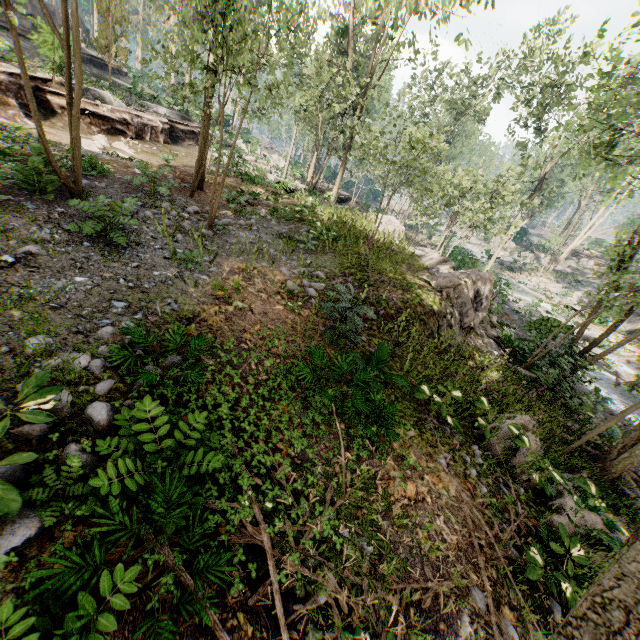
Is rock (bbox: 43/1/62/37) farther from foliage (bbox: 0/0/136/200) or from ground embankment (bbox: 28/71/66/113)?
ground embankment (bbox: 28/71/66/113)

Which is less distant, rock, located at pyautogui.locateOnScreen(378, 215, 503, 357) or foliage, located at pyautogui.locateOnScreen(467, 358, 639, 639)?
foliage, located at pyautogui.locateOnScreen(467, 358, 639, 639)

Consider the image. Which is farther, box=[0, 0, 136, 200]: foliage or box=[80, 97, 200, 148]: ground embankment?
box=[80, 97, 200, 148]: ground embankment

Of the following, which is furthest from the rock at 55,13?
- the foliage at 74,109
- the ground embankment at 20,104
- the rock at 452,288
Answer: the rock at 452,288

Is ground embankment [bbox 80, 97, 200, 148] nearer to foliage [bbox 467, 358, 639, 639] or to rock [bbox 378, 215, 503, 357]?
foliage [bbox 467, 358, 639, 639]

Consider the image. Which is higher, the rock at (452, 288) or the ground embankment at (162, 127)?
the ground embankment at (162, 127)

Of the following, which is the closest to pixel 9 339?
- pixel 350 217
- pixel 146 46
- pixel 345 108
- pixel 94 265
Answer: pixel 94 265
